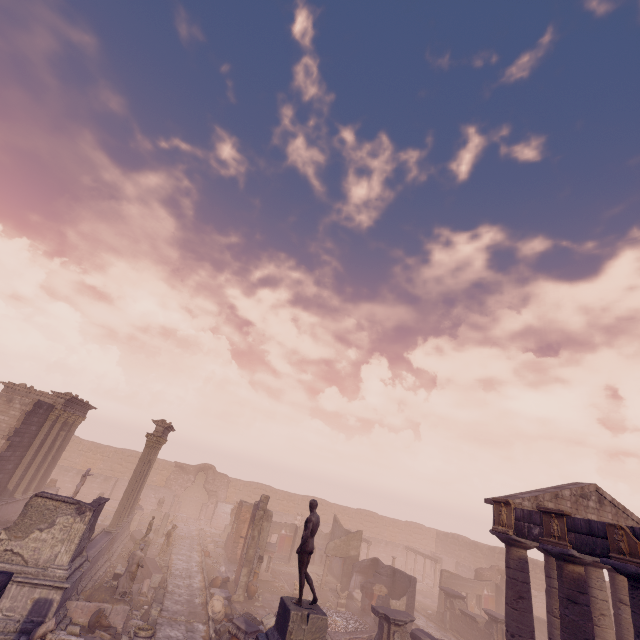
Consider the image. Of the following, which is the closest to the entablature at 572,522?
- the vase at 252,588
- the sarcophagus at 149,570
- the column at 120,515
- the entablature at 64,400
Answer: the vase at 252,588

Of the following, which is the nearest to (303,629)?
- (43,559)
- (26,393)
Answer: (43,559)

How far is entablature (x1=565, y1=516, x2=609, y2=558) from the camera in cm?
1023

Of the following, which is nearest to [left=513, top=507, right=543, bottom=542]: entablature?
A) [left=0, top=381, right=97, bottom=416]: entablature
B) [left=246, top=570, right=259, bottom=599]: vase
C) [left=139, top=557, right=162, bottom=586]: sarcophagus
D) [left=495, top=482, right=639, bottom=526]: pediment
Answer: [left=495, top=482, right=639, bottom=526]: pediment

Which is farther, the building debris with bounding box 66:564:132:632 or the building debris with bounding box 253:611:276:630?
the building debris with bounding box 253:611:276:630

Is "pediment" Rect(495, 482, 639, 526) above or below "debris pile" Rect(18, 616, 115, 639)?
above

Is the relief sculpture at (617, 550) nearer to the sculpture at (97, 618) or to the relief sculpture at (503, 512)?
the relief sculpture at (503, 512)

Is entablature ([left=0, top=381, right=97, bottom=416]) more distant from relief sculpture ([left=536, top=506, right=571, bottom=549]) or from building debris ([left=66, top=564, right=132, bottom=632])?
relief sculpture ([left=536, top=506, right=571, bottom=549])
